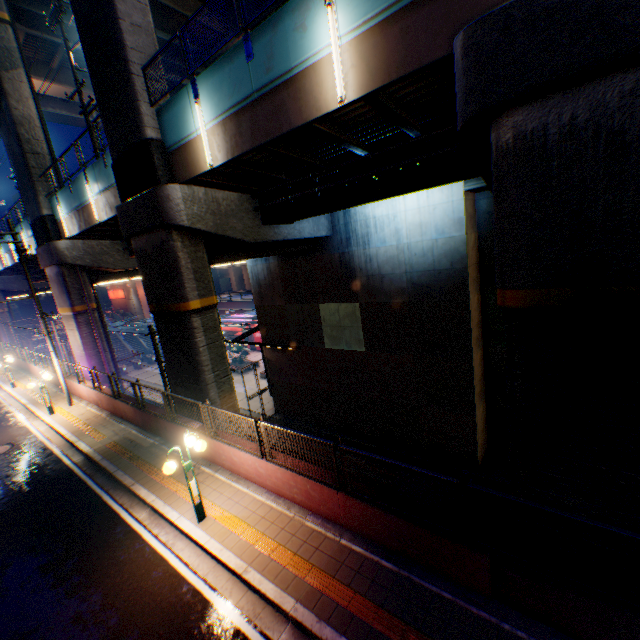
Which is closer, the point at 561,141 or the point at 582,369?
the point at 561,141

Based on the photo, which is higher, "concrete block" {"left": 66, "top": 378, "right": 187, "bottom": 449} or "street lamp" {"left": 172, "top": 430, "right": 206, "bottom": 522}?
"street lamp" {"left": 172, "top": 430, "right": 206, "bottom": 522}

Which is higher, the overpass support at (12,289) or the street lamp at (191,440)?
the overpass support at (12,289)

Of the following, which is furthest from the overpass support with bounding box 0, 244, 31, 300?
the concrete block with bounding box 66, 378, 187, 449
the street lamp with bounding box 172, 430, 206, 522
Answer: the street lamp with bounding box 172, 430, 206, 522

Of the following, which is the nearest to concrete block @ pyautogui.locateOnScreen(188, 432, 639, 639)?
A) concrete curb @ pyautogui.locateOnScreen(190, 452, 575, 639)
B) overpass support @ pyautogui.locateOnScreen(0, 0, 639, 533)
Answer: concrete curb @ pyautogui.locateOnScreen(190, 452, 575, 639)

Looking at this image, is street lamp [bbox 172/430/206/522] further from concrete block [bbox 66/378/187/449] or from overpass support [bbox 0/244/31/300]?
overpass support [bbox 0/244/31/300]

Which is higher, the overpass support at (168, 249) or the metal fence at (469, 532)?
the overpass support at (168, 249)

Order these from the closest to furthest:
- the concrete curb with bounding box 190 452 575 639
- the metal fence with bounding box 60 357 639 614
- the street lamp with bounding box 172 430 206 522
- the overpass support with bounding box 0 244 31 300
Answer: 1. the metal fence with bounding box 60 357 639 614
2. the concrete curb with bounding box 190 452 575 639
3. the street lamp with bounding box 172 430 206 522
4. the overpass support with bounding box 0 244 31 300
